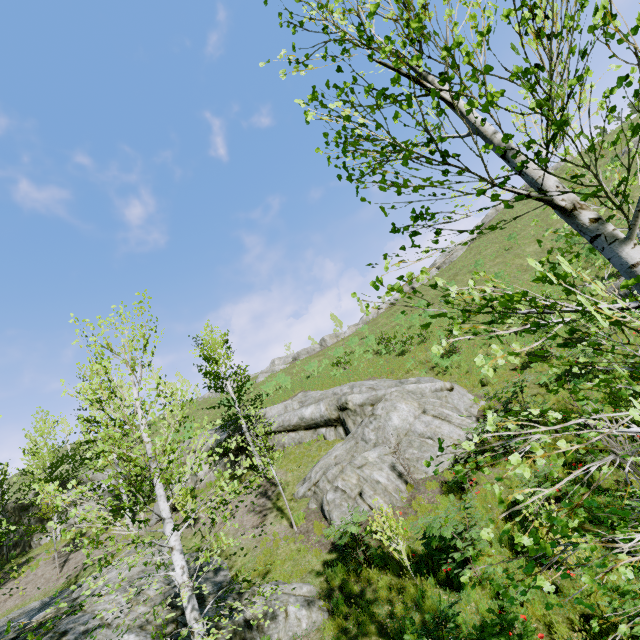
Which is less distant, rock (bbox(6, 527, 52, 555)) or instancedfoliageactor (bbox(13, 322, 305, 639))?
instancedfoliageactor (bbox(13, 322, 305, 639))

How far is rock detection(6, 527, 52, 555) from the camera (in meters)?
21.52

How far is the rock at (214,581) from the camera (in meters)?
9.29

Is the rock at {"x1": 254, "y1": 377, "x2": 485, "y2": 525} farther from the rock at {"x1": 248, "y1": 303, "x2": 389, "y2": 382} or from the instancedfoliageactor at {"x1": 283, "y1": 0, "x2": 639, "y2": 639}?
the rock at {"x1": 248, "y1": 303, "x2": 389, "y2": 382}

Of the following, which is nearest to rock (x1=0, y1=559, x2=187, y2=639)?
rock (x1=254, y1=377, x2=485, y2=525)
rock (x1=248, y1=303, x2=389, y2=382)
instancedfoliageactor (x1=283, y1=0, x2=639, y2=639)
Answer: instancedfoliageactor (x1=283, y1=0, x2=639, y2=639)

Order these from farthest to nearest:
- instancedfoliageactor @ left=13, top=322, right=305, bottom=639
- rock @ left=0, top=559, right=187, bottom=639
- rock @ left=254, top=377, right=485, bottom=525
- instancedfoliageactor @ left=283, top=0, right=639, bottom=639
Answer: rock @ left=254, top=377, right=485, bottom=525
rock @ left=0, top=559, right=187, bottom=639
instancedfoliageactor @ left=13, top=322, right=305, bottom=639
instancedfoliageactor @ left=283, top=0, right=639, bottom=639

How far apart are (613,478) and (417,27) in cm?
1162

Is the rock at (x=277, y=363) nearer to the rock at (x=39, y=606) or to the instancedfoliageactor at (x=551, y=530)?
the rock at (x=39, y=606)
